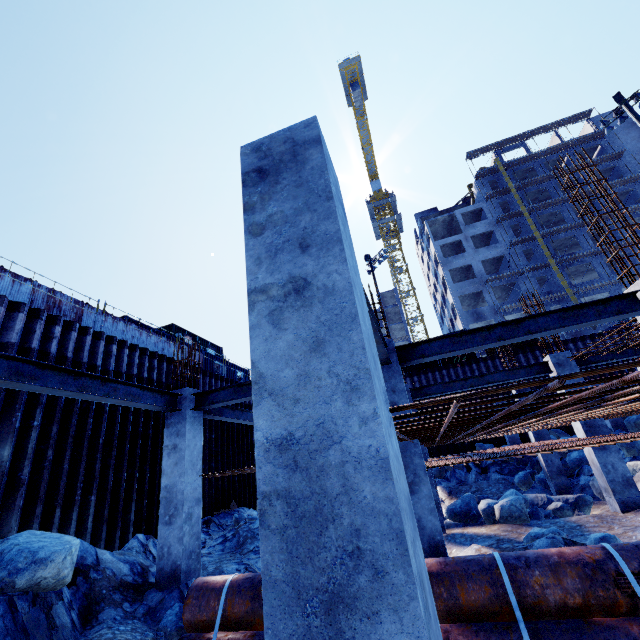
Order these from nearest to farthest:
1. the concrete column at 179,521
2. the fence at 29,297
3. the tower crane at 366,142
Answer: the concrete column at 179,521, the fence at 29,297, the tower crane at 366,142

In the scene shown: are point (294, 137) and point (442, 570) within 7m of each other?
yes

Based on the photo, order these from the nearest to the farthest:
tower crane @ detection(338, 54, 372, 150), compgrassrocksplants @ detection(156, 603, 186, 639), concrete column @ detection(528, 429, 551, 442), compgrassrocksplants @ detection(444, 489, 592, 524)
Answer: compgrassrocksplants @ detection(156, 603, 186, 639), compgrassrocksplants @ detection(444, 489, 592, 524), concrete column @ detection(528, 429, 551, 442), tower crane @ detection(338, 54, 372, 150)

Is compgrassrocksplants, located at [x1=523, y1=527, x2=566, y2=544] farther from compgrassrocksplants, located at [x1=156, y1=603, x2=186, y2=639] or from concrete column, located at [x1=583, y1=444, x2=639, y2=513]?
compgrassrocksplants, located at [x1=156, y1=603, x2=186, y2=639]

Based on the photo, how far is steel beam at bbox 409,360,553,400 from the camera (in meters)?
10.23

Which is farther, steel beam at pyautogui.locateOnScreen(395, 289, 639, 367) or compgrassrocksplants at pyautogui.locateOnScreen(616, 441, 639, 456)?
compgrassrocksplants at pyautogui.locateOnScreen(616, 441, 639, 456)

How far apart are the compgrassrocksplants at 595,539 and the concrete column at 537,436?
8.6m

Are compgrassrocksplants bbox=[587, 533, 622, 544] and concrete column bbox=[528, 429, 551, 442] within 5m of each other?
no
